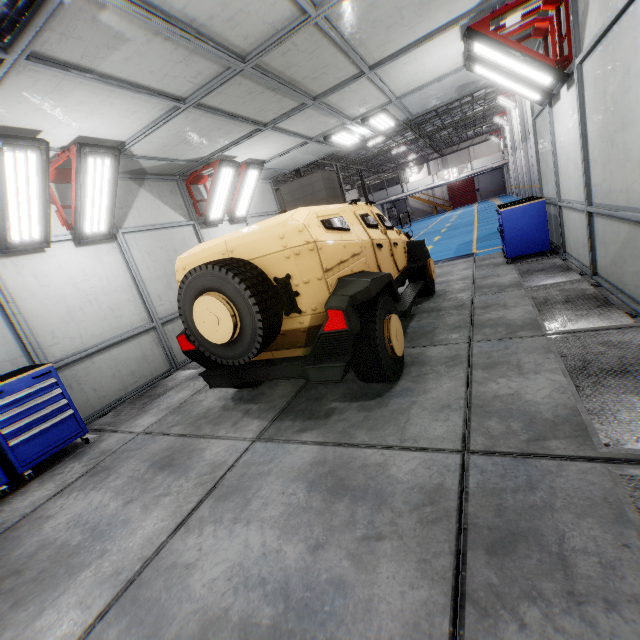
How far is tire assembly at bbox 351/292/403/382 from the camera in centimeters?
323cm

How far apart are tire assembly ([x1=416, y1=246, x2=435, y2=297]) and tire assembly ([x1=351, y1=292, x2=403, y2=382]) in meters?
2.4 m

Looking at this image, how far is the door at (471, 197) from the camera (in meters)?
49.12

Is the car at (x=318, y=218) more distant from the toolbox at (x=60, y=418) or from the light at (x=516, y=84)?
the light at (x=516, y=84)

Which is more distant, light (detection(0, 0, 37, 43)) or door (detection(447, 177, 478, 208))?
door (detection(447, 177, 478, 208))

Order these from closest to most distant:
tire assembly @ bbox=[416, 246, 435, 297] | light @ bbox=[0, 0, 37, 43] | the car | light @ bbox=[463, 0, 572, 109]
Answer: light @ bbox=[0, 0, 37, 43]
the car
light @ bbox=[463, 0, 572, 109]
tire assembly @ bbox=[416, 246, 435, 297]

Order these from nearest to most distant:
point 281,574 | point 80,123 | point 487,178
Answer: point 281,574
point 80,123
point 487,178

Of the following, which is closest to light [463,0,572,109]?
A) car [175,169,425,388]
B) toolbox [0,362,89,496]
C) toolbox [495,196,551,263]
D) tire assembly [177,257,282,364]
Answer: toolbox [495,196,551,263]
